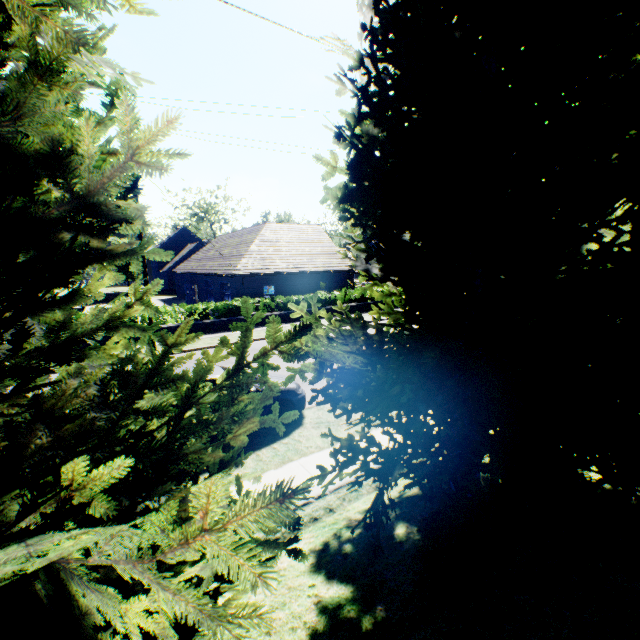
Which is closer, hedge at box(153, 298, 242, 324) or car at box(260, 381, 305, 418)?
car at box(260, 381, 305, 418)

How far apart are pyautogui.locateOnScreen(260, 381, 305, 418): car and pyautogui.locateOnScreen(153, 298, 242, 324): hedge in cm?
1120

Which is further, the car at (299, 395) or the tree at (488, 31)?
the car at (299, 395)

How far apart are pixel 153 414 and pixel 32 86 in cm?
138

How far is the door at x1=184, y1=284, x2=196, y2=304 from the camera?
33.9 meters

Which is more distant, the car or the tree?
the car

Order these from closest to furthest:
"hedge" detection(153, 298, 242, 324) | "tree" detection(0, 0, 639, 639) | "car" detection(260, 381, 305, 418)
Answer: "tree" detection(0, 0, 639, 639) → "car" detection(260, 381, 305, 418) → "hedge" detection(153, 298, 242, 324)

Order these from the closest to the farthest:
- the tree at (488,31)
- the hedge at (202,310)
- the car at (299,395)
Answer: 1. the tree at (488,31)
2. the car at (299,395)
3. the hedge at (202,310)
